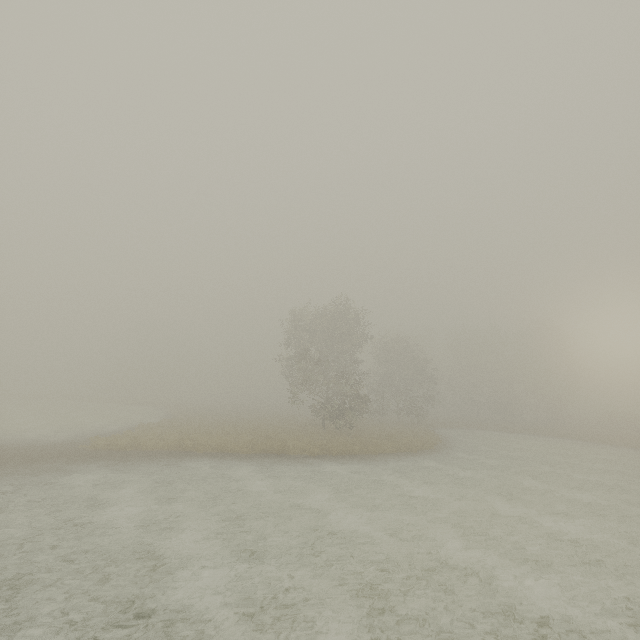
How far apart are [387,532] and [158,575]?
6.4 meters
